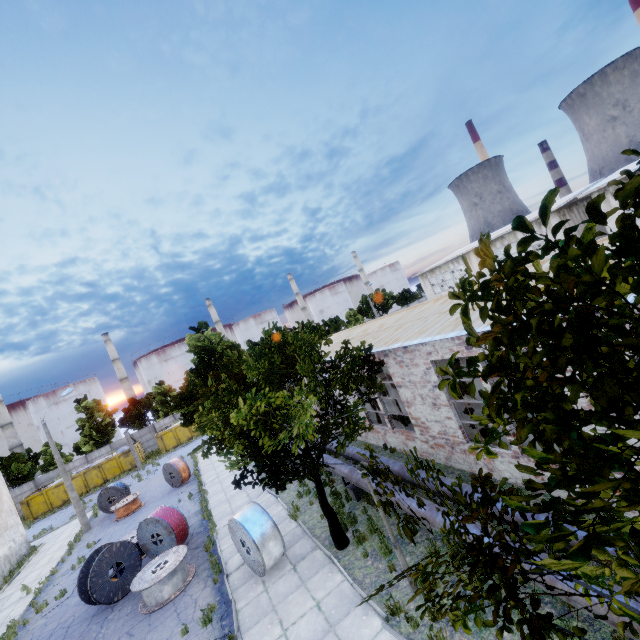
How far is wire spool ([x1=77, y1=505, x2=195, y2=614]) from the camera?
11.6m

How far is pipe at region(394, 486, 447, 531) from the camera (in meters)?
8.11

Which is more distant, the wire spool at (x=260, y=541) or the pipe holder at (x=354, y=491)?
the pipe holder at (x=354, y=491)

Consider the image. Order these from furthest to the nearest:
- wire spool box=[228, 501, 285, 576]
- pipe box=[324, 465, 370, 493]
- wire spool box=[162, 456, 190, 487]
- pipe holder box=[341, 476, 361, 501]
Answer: wire spool box=[162, 456, 190, 487]
pipe holder box=[341, 476, 361, 501]
pipe box=[324, 465, 370, 493]
wire spool box=[228, 501, 285, 576]

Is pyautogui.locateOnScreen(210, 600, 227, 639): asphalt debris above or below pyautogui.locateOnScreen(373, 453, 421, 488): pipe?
below

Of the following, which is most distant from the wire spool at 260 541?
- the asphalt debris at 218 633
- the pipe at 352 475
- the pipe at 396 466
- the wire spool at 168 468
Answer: the wire spool at 168 468

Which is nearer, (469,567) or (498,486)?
(469,567)

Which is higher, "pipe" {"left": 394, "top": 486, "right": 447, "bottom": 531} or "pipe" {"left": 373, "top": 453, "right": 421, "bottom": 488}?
"pipe" {"left": 373, "top": 453, "right": 421, "bottom": 488}
